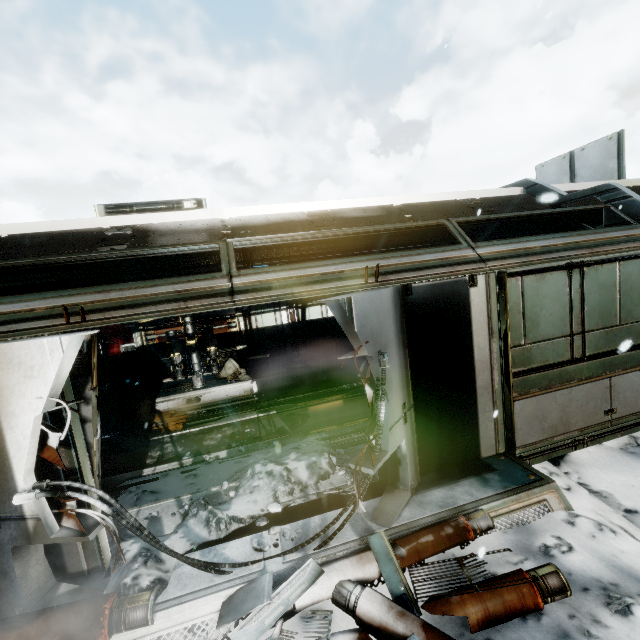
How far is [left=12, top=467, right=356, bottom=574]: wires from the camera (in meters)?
2.86

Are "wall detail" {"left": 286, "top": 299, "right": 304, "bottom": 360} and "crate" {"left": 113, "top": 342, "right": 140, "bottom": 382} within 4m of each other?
no

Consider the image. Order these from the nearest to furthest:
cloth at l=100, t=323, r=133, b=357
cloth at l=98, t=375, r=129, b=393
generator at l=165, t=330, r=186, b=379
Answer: generator at l=165, t=330, r=186, b=379 → cloth at l=98, t=375, r=129, b=393 → cloth at l=100, t=323, r=133, b=357

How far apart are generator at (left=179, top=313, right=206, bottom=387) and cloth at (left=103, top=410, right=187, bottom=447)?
0.96m

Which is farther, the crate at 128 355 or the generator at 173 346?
the crate at 128 355

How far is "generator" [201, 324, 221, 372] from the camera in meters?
10.0 m

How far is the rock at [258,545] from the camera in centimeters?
355cm

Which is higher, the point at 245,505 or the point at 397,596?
the point at 245,505
